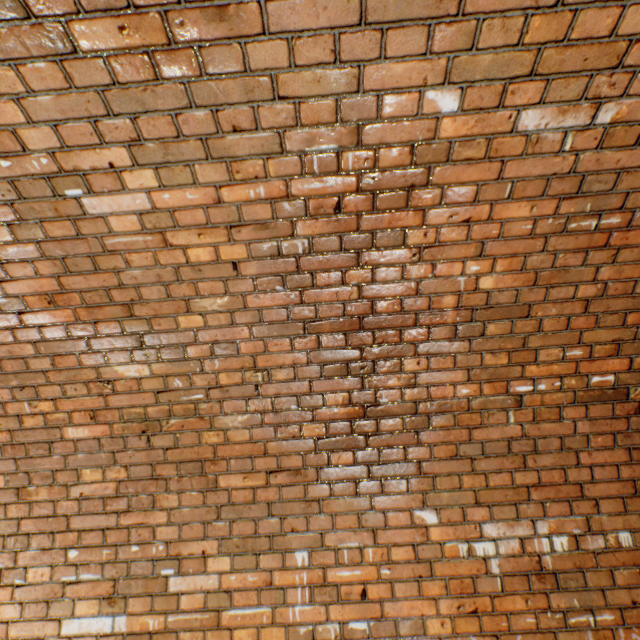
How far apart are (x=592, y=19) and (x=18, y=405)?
3.3 meters
